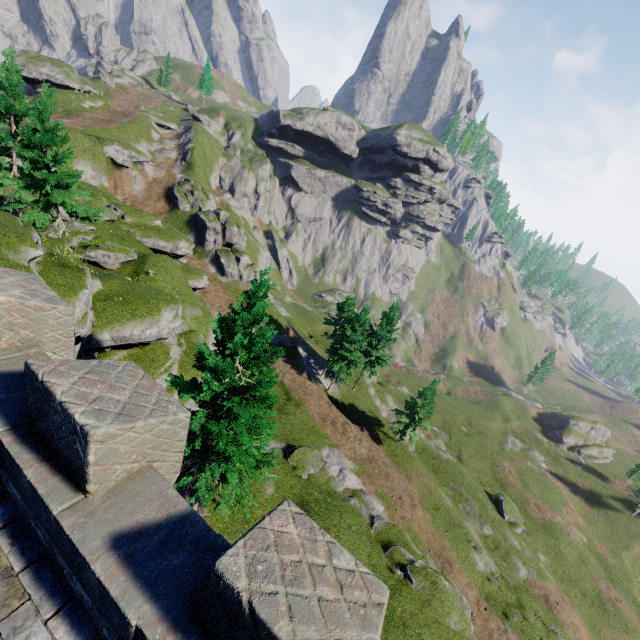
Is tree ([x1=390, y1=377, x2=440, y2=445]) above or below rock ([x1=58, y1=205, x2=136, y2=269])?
below

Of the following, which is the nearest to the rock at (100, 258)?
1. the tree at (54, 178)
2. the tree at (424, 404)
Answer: the tree at (54, 178)

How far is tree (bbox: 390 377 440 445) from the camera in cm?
3649

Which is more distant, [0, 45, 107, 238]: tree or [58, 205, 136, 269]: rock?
[58, 205, 136, 269]: rock

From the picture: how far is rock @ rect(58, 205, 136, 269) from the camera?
26.78m

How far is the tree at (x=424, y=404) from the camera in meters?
36.5

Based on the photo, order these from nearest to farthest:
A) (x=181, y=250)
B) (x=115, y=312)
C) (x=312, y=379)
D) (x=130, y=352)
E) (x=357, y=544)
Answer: (x=115, y=312) < (x=130, y=352) < (x=357, y=544) < (x=181, y=250) < (x=312, y=379)

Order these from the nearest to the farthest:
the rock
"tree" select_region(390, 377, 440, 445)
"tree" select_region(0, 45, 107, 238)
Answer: "tree" select_region(0, 45, 107, 238), the rock, "tree" select_region(390, 377, 440, 445)
